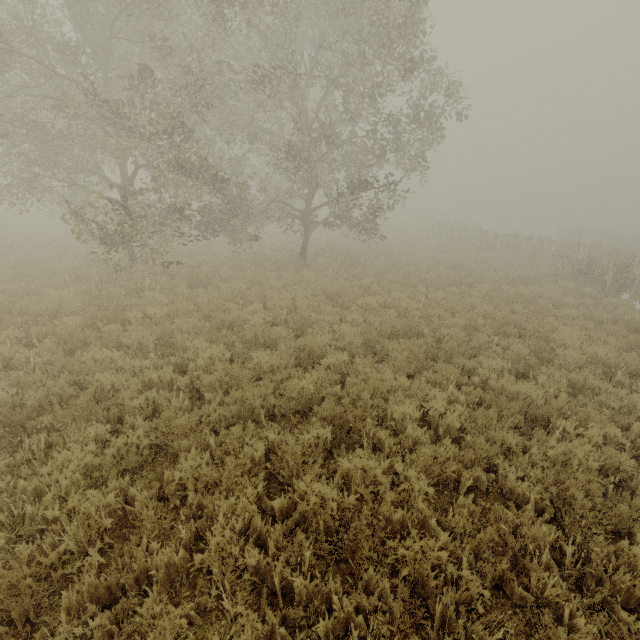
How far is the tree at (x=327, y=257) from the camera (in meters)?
15.34

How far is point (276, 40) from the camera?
13.1m

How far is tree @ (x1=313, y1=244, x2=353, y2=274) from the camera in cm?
1534
